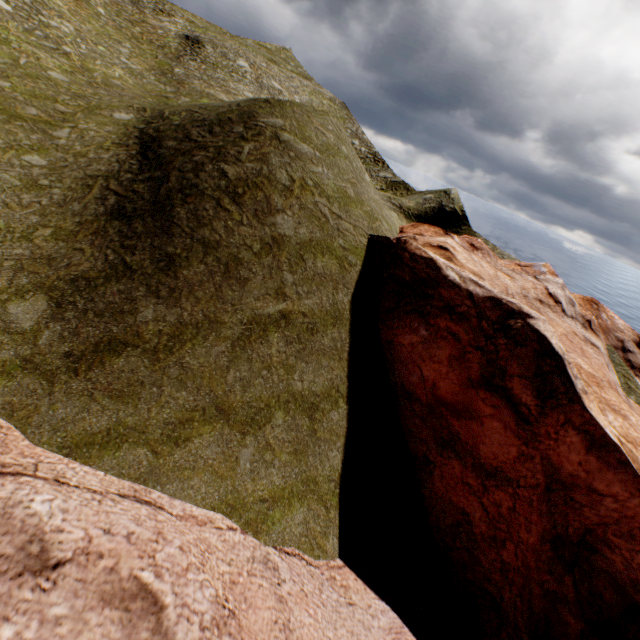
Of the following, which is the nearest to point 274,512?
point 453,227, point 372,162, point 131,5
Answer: point 453,227
